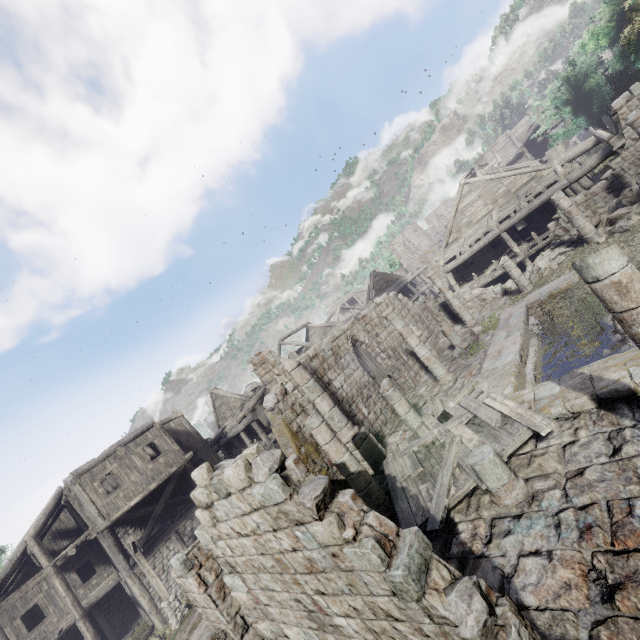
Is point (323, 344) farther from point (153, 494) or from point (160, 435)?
point (153, 494)

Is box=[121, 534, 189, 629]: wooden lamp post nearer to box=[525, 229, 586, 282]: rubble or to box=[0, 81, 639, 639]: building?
box=[0, 81, 639, 639]: building

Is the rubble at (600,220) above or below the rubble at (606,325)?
above

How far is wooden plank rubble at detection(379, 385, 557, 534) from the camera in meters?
6.9

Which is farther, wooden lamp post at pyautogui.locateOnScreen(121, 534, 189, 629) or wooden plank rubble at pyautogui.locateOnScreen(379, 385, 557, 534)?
wooden lamp post at pyautogui.locateOnScreen(121, 534, 189, 629)

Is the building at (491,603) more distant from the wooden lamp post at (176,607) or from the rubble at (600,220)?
the wooden lamp post at (176,607)

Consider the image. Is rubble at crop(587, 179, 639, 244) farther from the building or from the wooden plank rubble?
the wooden plank rubble

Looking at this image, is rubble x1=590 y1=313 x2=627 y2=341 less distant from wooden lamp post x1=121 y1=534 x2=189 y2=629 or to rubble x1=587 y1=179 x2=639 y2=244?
rubble x1=587 y1=179 x2=639 y2=244
